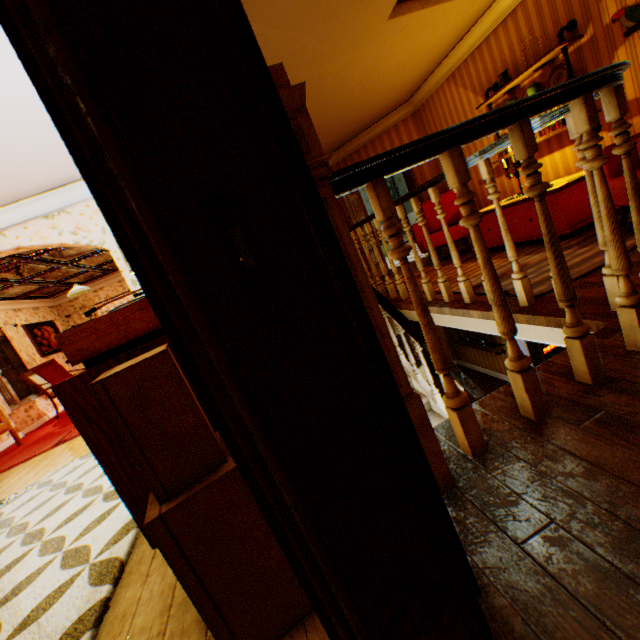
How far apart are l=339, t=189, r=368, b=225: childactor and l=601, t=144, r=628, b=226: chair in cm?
436

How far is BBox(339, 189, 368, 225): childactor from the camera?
7.16m

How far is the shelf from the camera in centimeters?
376cm

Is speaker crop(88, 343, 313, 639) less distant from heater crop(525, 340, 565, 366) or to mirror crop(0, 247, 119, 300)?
mirror crop(0, 247, 119, 300)

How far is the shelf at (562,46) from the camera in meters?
3.8

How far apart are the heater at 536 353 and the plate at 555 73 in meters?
5.0

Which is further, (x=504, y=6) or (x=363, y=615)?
(x=504, y=6)

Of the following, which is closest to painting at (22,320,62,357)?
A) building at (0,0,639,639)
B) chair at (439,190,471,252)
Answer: building at (0,0,639,639)
